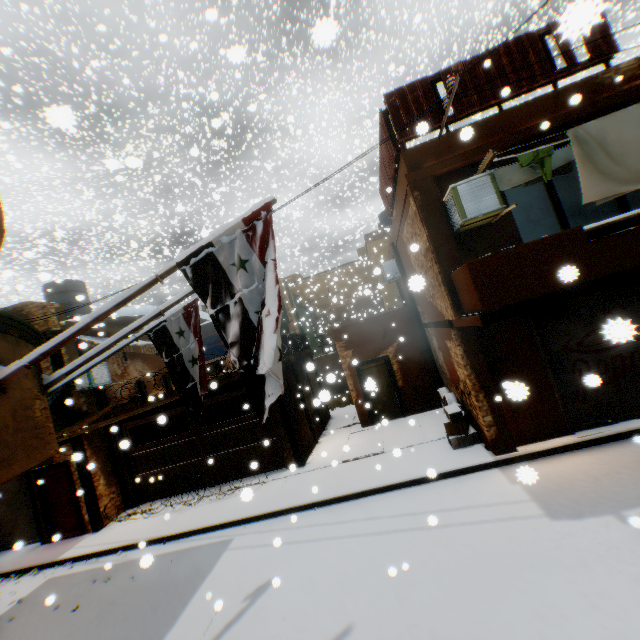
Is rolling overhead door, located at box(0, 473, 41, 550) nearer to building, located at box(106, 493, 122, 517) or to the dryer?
building, located at box(106, 493, 122, 517)

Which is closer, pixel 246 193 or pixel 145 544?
pixel 145 544

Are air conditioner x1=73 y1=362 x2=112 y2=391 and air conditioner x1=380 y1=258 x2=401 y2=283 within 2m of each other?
no

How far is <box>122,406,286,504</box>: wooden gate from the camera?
11.08m

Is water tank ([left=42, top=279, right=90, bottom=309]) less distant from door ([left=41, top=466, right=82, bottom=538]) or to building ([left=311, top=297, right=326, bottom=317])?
building ([left=311, top=297, right=326, bottom=317])

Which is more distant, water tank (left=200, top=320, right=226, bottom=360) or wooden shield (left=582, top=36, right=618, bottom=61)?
water tank (left=200, top=320, right=226, bottom=360)

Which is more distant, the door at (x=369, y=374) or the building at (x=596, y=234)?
the door at (x=369, y=374)

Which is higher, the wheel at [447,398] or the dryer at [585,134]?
the dryer at [585,134]
